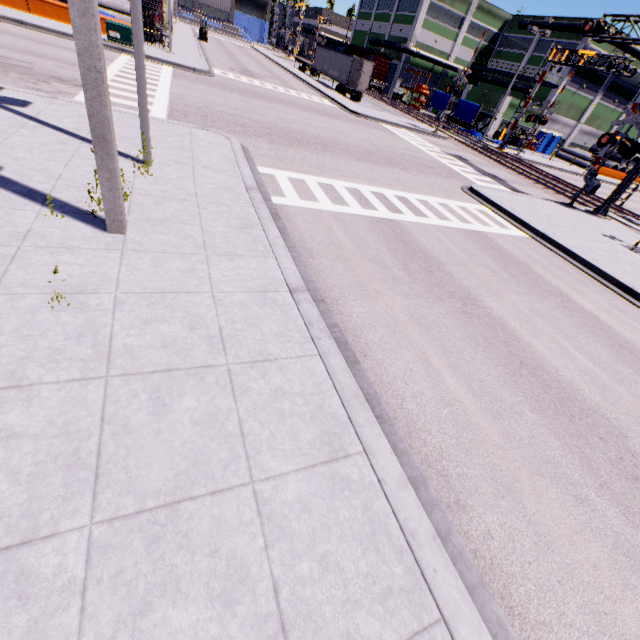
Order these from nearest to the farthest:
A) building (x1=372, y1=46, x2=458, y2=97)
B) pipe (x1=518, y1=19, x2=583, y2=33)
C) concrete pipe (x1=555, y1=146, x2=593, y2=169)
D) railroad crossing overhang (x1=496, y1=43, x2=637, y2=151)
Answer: railroad crossing overhang (x1=496, y1=43, x2=637, y2=151) < pipe (x1=518, y1=19, x2=583, y2=33) < concrete pipe (x1=555, y1=146, x2=593, y2=169) < building (x1=372, y1=46, x2=458, y2=97)

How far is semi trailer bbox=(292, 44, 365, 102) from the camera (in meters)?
36.03

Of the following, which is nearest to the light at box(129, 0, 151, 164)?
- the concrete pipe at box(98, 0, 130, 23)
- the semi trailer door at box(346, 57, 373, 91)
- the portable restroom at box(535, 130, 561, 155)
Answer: the semi trailer door at box(346, 57, 373, 91)

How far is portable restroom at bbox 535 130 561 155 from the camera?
47.69m

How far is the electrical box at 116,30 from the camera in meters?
19.9

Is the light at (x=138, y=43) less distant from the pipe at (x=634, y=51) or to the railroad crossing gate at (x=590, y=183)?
the railroad crossing gate at (x=590, y=183)

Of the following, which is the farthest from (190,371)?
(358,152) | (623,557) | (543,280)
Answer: (358,152)

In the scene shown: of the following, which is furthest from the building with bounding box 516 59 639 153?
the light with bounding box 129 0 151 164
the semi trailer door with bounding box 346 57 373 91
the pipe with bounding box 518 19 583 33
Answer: the semi trailer door with bounding box 346 57 373 91
